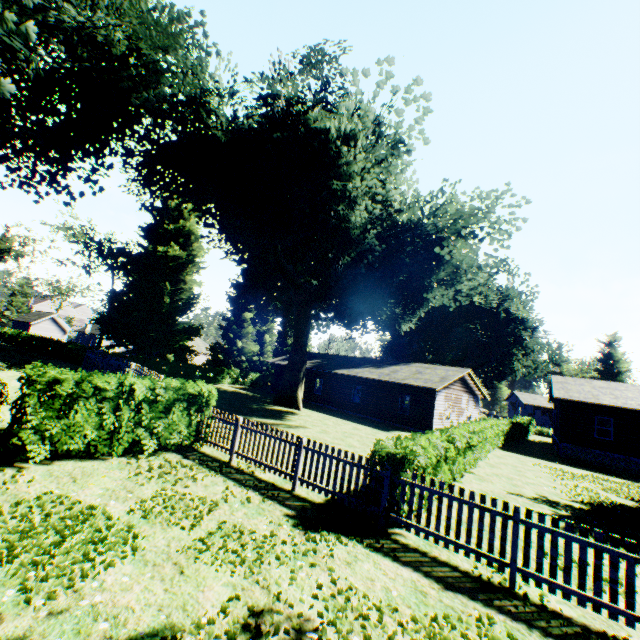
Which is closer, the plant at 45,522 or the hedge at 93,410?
the plant at 45,522

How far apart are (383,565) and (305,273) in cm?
2579

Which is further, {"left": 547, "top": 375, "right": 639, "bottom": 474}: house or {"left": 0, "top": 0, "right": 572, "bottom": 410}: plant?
{"left": 547, "top": 375, "right": 639, "bottom": 474}: house

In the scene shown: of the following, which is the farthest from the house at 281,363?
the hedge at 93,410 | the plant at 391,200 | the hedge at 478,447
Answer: the hedge at 93,410

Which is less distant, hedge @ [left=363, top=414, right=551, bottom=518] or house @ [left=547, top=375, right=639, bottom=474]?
hedge @ [left=363, top=414, right=551, bottom=518]

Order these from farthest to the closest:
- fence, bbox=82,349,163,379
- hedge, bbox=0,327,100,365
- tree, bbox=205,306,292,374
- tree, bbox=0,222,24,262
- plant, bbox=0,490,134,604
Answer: tree, bbox=0,222,24,262, tree, bbox=205,306,292,374, hedge, bbox=0,327,100,365, fence, bbox=82,349,163,379, plant, bbox=0,490,134,604

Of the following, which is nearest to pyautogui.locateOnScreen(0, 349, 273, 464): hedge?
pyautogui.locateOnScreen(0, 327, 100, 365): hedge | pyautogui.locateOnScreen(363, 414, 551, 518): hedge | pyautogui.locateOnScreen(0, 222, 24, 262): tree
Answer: pyautogui.locateOnScreen(363, 414, 551, 518): hedge

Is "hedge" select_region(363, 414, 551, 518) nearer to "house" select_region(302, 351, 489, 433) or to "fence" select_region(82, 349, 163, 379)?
"fence" select_region(82, 349, 163, 379)
